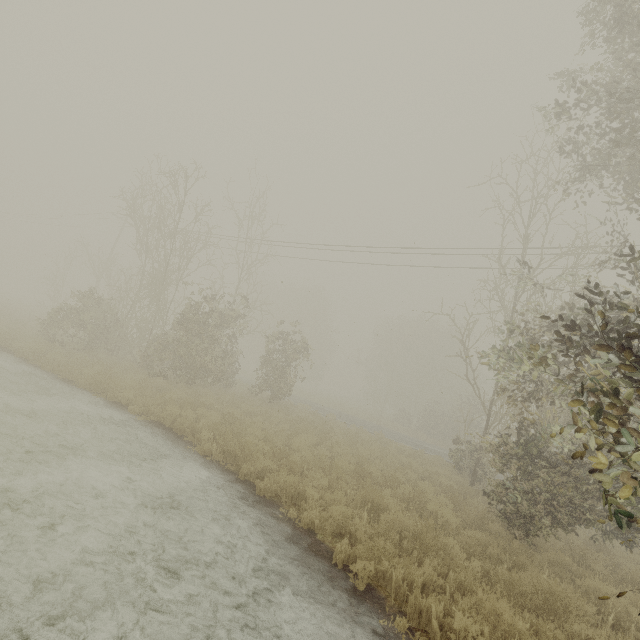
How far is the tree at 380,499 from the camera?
7.5 meters

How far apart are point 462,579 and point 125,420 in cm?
955

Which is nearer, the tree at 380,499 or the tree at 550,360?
the tree at 550,360

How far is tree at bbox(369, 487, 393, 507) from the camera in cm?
750

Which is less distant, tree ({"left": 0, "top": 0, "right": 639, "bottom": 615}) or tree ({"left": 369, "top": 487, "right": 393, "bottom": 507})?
tree ({"left": 0, "top": 0, "right": 639, "bottom": 615})
